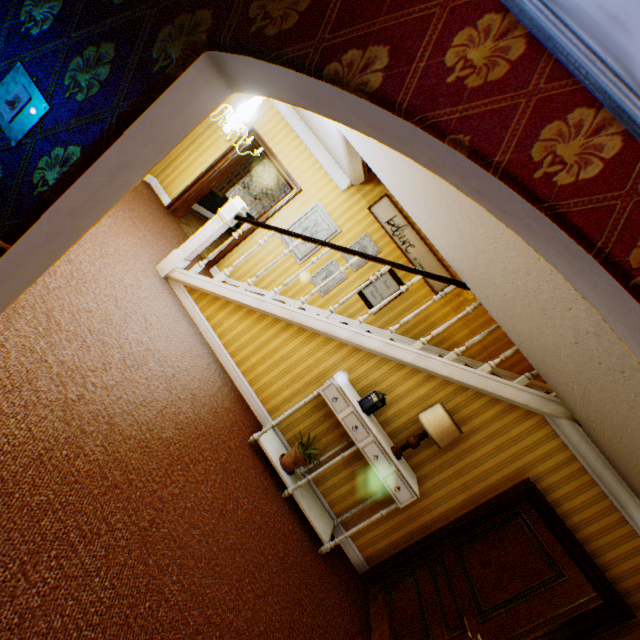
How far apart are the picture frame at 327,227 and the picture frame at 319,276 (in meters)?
0.33

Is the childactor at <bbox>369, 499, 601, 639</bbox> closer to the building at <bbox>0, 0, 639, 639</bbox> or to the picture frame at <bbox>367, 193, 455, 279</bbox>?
the building at <bbox>0, 0, 639, 639</bbox>

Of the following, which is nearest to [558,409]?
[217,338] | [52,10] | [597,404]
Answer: [597,404]

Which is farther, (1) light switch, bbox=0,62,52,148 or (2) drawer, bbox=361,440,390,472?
(2) drawer, bbox=361,440,390,472

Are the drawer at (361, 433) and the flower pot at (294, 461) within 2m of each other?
yes

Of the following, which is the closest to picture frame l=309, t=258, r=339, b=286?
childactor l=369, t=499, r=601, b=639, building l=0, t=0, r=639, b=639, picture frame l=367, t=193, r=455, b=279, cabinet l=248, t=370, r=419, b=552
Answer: building l=0, t=0, r=639, b=639

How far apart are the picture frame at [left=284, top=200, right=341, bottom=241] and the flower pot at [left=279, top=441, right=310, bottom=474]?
3.27m

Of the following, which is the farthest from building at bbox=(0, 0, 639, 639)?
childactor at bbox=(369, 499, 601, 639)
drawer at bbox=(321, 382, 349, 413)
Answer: drawer at bbox=(321, 382, 349, 413)
